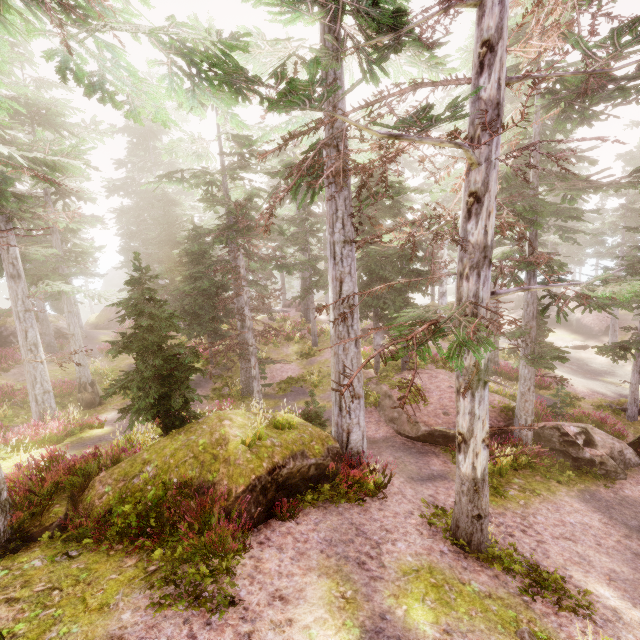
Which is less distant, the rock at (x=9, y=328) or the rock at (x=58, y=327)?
the rock at (x=9, y=328)

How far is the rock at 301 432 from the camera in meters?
7.1

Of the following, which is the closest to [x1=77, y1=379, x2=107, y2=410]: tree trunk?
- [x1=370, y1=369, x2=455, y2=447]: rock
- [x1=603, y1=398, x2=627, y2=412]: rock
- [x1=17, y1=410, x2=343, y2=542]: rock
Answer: [x1=17, y1=410, x2=343, y2=542]: rock

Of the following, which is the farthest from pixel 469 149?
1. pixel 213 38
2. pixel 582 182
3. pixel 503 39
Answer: pixel 582 182

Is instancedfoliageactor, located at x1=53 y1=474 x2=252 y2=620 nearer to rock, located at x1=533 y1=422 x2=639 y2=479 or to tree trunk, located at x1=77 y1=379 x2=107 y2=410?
rock, located at x1=533 y1=422 x2=639 y2=479

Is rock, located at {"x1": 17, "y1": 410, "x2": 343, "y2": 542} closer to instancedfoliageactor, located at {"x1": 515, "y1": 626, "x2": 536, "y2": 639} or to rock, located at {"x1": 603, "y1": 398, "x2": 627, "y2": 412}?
instancedfoliageactor, located at {"x1": 515, "y1": 626, "x2": 536, "y2": 639}

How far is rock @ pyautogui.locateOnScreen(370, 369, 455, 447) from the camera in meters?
12.9 m

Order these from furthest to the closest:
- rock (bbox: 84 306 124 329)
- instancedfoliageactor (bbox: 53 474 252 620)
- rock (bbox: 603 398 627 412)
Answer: rock (bbox: 84 306 124 329)
rock (bbox: 603 398 627 412)
instancedfoliageactor (bbox: 53 474 252 620)
